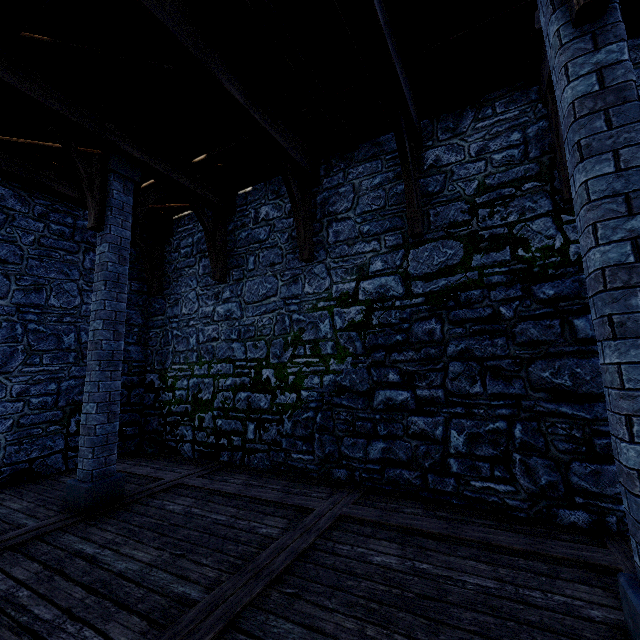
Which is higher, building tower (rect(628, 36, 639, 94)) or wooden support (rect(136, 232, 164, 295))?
building tower (rect(628, 36, 639, 94))

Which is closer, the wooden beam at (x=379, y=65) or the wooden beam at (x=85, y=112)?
the wooden beam at (x=379, y=65)

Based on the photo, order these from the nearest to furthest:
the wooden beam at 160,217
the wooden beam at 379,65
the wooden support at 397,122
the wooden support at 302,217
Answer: the wooden beam at 379,65
the wooden support at 397,122
the wooden support at 302,217
the wooden beam at 160,217

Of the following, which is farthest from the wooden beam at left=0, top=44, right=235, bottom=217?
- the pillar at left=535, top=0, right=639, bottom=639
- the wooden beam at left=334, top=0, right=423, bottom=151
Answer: the pillar at left=535, top=0, right=639, bottom=639

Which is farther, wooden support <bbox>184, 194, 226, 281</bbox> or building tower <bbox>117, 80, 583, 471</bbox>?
wooden support <bbox>184, 194, 226, 281</bbox>

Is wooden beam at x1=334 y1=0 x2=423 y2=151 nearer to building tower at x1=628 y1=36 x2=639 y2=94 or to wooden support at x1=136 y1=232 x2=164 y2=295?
building tower at x1=628 y1=36 x2=639 y2=94

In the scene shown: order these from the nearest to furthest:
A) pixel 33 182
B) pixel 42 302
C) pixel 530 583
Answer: pixel 530 583, pixel 33 182, pixel 42 302

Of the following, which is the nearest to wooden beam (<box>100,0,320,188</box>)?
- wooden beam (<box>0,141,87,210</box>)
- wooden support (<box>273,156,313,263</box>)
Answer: wooden support (<box>273,156,313,263</box>)
